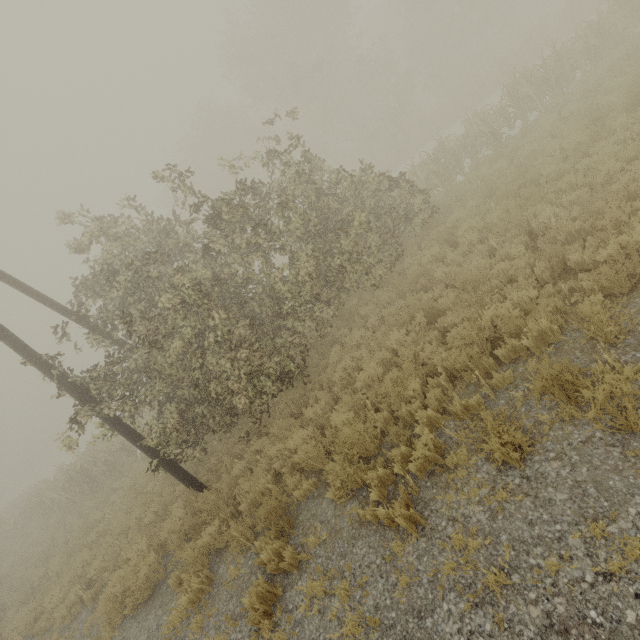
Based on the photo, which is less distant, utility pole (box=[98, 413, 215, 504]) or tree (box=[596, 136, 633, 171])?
tree (box=[596, 136, 633, 171])

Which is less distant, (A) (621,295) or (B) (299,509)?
(A) (621,295)

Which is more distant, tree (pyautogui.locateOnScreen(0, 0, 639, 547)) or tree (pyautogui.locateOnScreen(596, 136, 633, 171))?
tree (pyautogui.locateOnScreen(0, 0, 639, 547))

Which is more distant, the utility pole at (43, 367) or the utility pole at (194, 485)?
the utility pole at (194, 485)

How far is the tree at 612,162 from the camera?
6.4 meters

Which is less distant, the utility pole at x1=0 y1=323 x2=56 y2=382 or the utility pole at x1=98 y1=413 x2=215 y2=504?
the utility pole at x1=0 y1=323 x2=56 y2=382

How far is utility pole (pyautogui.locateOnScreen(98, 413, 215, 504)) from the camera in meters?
7.5

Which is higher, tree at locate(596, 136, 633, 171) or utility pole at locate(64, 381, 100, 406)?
utility pole at locate(64, 381, 100, 406)
